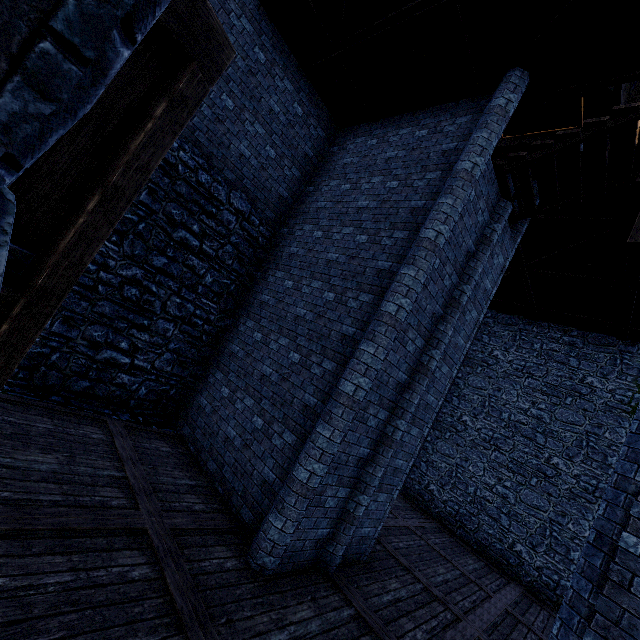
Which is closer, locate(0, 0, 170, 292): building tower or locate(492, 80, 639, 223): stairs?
locate(0, 0, 170, 292): building tower

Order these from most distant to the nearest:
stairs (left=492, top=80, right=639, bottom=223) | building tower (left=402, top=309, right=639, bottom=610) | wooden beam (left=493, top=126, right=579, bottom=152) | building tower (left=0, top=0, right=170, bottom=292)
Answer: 1. wooden beam (left=493, top=126, right=579, bottom=152)
2. building tower (left=402, top=309, right=639, bottom=610)
3. stairs (left=492, top=80, right=639, bottom=223)
4. building tower (left=0, top=0, right=170, bottom=292)

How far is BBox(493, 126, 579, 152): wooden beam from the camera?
12.7m

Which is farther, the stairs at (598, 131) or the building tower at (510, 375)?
the building tower at (510, 375)

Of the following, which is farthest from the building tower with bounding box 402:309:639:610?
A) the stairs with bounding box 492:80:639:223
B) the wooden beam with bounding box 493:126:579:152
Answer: the stairs with bounding box 492:80:639:223

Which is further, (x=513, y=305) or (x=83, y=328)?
(x=513, y=305)

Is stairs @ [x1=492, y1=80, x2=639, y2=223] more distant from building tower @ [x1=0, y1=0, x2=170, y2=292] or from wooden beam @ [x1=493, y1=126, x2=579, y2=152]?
wooden beam @ [x1=493, y1=126, x2=579, y2=152]

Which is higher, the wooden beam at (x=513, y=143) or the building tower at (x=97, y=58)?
the wooden beam at (x=513, y=143)
